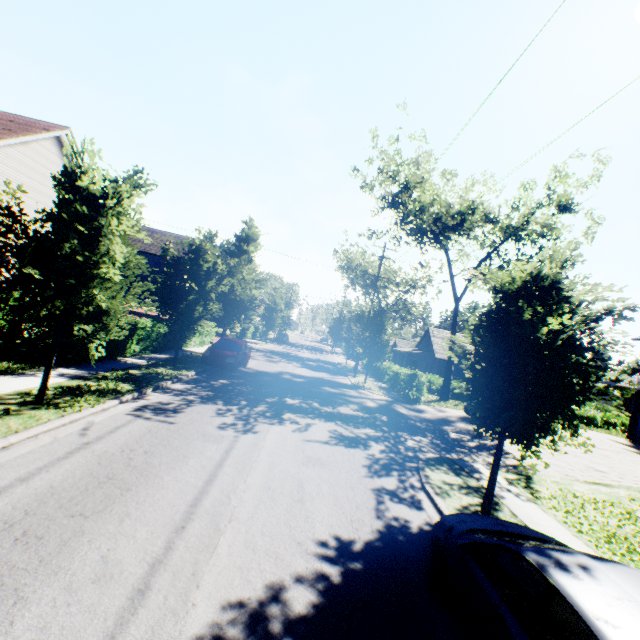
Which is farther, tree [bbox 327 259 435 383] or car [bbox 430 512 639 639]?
tree [bbox 327 259 435 383]

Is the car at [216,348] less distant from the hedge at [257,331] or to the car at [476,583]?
the car at [476,583]

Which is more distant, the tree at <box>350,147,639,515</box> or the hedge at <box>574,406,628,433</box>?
the hedge at <box>574,406,628,433</box>

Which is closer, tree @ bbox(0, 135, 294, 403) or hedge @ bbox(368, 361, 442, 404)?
tree @ bbox(0, 135, 294, 403)

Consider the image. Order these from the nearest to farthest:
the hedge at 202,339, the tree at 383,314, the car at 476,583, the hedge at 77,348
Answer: the car at 476,583
the hedge at 77,348
the hedge at 202,339
the tree at 383,314

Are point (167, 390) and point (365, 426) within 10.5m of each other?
yes

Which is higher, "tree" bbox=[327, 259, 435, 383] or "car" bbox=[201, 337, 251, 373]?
"tree" bbox=[327, 259, 435, 383]

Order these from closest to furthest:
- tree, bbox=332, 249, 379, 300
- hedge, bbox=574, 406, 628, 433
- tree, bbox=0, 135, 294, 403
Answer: tree, bbox=0, 135, 294, 403, hedge, bbox=574, 406, 628, 433, tree, bbox=332, 249, 379, 300
